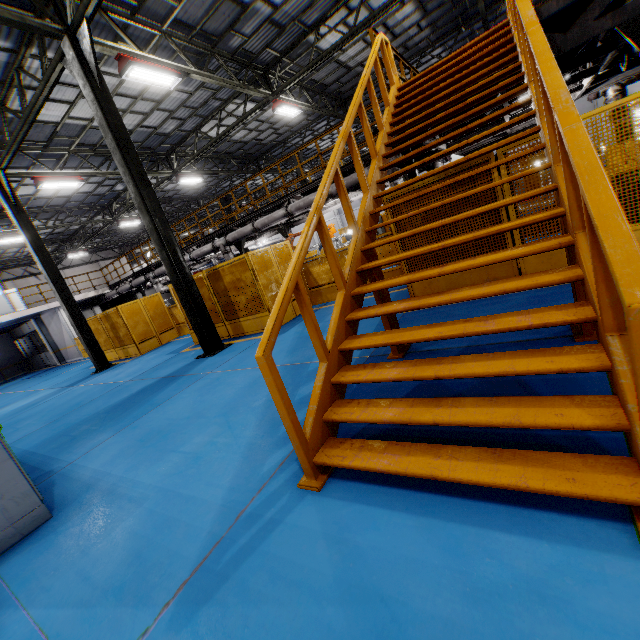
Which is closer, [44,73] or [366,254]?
[366,254]

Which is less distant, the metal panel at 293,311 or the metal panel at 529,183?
the metal panel at 529,183

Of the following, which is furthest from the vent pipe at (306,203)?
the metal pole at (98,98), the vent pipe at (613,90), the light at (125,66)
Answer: the vent pipe at (613,90)

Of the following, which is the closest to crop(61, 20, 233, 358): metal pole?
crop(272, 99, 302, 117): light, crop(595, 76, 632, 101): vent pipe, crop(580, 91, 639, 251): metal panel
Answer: crop(580, 91, 639, 251): metal panel

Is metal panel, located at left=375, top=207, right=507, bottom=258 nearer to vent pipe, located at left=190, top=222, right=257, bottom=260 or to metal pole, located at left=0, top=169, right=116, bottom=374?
metal pole, located at left=0, top=169, right=116, bottom=374

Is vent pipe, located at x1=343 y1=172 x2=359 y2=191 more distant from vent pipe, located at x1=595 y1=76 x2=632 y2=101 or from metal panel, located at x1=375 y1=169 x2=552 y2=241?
vent pipe, located at x1=595 y1=76 x2=632 y2=101

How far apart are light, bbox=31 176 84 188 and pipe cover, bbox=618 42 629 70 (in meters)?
18.33

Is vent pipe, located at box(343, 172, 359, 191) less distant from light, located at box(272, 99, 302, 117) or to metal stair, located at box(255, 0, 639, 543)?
metal stair, located at box(255, 0, 639, 543)
